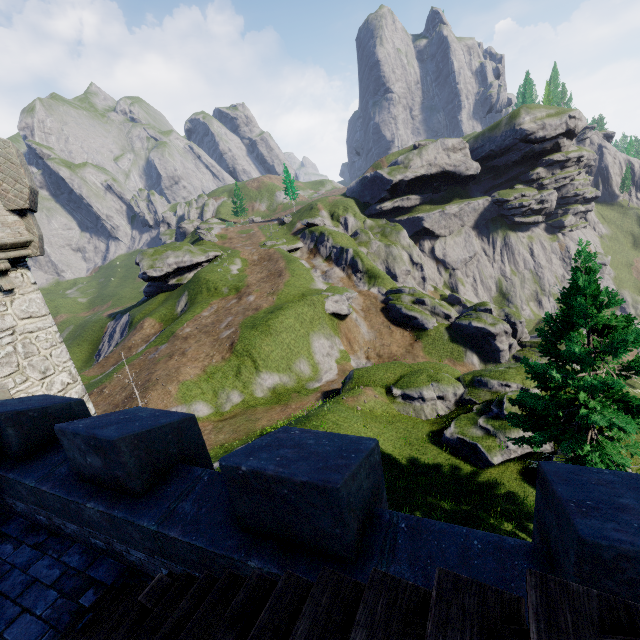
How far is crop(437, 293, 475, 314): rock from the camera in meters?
57.6

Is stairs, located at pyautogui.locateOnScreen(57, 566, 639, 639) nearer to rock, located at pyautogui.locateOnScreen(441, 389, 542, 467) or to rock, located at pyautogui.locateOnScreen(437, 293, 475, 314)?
rock, located at pyautogui.locateOnScreen(441, 389, 542, 467)

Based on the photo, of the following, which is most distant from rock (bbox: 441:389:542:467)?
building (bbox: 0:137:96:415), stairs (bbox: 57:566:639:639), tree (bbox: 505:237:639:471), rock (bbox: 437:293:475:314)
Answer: rock (bbox: 437:293:475:314)

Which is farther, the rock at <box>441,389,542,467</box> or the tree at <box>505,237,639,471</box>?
the rock at <box>441,389,542,467</box>

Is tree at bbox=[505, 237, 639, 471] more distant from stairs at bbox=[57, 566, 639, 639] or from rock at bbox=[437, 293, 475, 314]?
rock at bbox=[437, 293, 475, 314]

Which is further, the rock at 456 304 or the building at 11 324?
the rock at 456 304

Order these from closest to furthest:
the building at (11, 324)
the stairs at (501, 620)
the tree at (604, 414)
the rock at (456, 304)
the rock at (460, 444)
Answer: the stairs at (501, 620) → the building at (11, 324) → the tree at (604, 414) → the rock at (460, 444) → the rock at (456, 304)

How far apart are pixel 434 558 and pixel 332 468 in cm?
125
